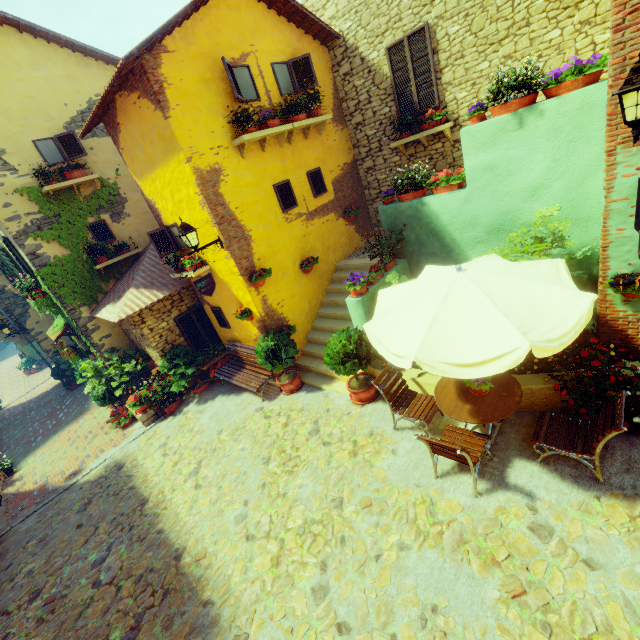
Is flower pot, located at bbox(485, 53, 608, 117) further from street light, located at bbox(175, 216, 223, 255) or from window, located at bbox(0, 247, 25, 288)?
street light, located at bbox(175, 216, 223, 255)

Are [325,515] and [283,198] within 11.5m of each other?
yes

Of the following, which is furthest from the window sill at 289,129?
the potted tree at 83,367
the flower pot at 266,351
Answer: the potted tree at 83,367

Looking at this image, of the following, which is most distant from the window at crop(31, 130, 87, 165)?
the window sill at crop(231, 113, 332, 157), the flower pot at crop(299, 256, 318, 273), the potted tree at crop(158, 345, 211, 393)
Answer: the potted tree at crop(158, 345, 211, 393)

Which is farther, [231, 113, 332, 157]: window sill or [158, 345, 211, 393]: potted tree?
[158, 345, 211, 393]: potted tree

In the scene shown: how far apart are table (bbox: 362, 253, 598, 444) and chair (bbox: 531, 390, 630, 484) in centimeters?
121cm

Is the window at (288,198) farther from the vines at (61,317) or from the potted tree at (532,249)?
the potted tree at (532,249)

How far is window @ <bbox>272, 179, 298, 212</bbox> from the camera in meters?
8.0 m
